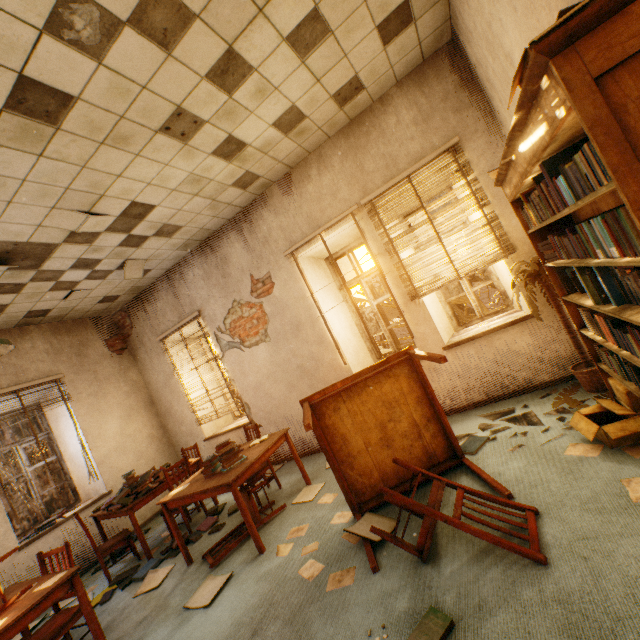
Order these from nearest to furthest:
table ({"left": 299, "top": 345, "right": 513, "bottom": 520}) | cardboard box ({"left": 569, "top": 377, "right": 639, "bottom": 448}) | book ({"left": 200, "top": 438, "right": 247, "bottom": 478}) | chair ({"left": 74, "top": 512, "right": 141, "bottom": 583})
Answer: cardboard box ({"left": 569, "top": 377, "right": 639, "bottom": 448})
table ({"left": 299, "top": 345, "right": 513, "bottom": 520})
book ({"left": 200, "top": 438, "right": 247, "bottom": 478})
chair ({"left": 74, "top": 512, "right": 141, "bottom": 583})

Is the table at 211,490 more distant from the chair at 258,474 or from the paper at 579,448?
the paper at 579,448

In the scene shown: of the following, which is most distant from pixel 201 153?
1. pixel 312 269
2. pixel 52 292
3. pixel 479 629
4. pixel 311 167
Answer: pixel 479 629

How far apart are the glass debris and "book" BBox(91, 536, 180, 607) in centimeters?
317cm

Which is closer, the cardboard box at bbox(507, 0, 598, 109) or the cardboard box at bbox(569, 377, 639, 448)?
the cardboard box at bbox(507, 0, 598, 109)

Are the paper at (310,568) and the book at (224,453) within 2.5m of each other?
yes

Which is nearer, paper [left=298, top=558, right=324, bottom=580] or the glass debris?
paper [left=298, top=558, right=324, bottom=580]

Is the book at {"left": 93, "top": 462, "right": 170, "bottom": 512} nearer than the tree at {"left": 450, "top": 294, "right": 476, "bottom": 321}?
Yes
